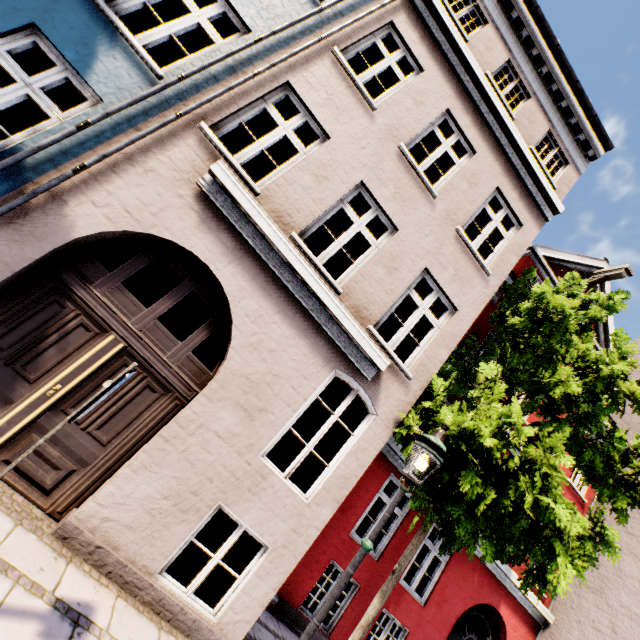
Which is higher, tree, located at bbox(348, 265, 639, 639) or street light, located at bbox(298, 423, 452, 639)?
tree, located at bbox(348, 265, 639, 639)

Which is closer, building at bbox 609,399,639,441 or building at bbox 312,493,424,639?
building at bbox 312,493,424,639

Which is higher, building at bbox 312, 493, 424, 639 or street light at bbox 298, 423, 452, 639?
street light at bbox 298, 423, 452, 639

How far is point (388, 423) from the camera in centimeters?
548cm

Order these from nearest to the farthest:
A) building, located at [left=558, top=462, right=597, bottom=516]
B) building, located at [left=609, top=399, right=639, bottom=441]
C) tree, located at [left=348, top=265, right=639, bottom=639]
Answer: tree, located at [left=348, top=265, right=639, bottom=639] < building, located at [left=558, top=462, right=597, bottom=516] < building, located at [left=609, top=399, right=639, bottom=441]

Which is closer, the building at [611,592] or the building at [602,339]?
the building at [611,592]

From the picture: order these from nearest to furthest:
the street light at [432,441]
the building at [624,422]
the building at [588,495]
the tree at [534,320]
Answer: the street light at [432,441]
the tree at [534,320]
the building at [588,495]
the building at [624,422]

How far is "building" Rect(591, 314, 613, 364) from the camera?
12.3m
